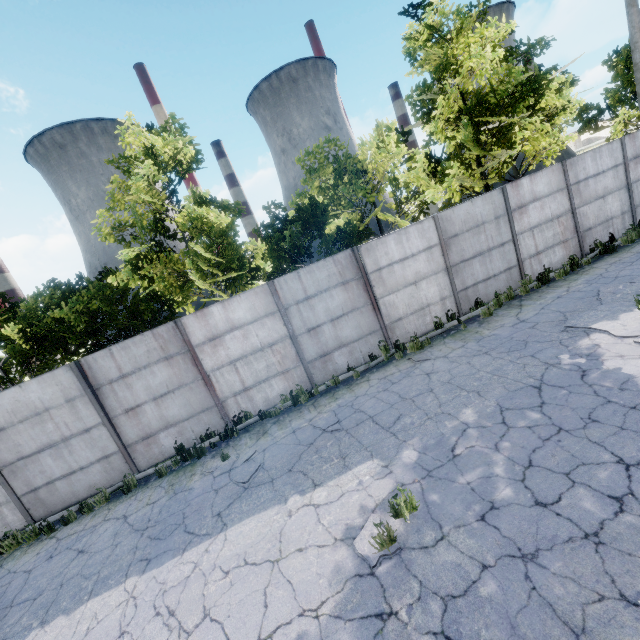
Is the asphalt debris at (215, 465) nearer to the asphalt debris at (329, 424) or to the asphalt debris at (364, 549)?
the asphalt debris at (329, 424)

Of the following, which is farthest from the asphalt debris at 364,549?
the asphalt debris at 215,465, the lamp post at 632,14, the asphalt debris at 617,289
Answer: the lamp post at 632,14

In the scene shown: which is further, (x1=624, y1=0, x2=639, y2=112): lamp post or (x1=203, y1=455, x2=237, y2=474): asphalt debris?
(x1=624, y1=0, x2=639, y2=112): lamp post

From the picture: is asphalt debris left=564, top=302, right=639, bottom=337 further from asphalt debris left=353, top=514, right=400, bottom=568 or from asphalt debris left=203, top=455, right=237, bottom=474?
asphalt debris left=203, top=455, right=237, bottom=474

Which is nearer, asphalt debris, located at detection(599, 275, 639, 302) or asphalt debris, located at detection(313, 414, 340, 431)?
asphalt debris, located at detection(313, 414, 340, 431)

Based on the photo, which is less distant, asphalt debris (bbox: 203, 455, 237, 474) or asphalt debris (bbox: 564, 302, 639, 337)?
asphalt debris (bbox: 564, 302, 639, 337)

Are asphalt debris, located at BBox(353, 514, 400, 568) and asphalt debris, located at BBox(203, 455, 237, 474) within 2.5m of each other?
no

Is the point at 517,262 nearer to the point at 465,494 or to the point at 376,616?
the point at 465,494
